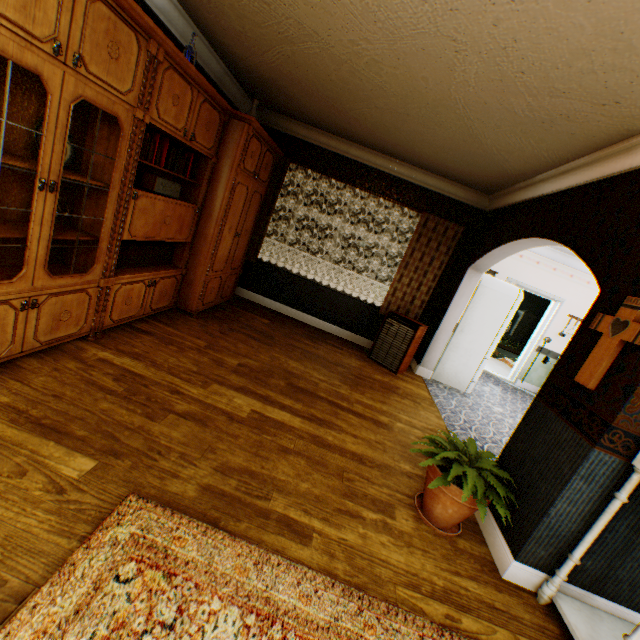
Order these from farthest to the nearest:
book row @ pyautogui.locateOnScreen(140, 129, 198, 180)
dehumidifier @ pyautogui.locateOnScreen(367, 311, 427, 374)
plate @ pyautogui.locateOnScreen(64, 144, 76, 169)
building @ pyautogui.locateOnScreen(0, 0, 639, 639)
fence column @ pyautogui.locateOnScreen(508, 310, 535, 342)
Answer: fence column @ pyautogui.locateOnScreen(508, 310, 535, 342)
dehumidifier @ pyautogui.locateOnScreen(367, 311, 427, 374)
book row @ pyautogui.locateOnScreen(140, 129, 198, 180)
plate @ pyautogui.locateOnScreen(64, 144, 76, 169)
building @ pyautogui.locateOnScreen(0, 0, 639, 639)

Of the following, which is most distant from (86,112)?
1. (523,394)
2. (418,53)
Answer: (523,394)

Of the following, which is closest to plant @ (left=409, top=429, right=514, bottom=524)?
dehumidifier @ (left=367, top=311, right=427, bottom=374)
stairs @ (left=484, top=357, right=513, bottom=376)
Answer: dehumidifier @ (left=367, top=311, right=427, bottom=374)

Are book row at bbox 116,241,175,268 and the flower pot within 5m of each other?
yes

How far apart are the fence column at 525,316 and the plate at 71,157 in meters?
24.1 m

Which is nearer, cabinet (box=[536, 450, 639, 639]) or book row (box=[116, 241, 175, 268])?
cabinet (box=[536, 450, 639, 639])

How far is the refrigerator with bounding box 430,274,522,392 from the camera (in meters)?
5.39

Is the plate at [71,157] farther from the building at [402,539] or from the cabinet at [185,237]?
the building at [402,539]
